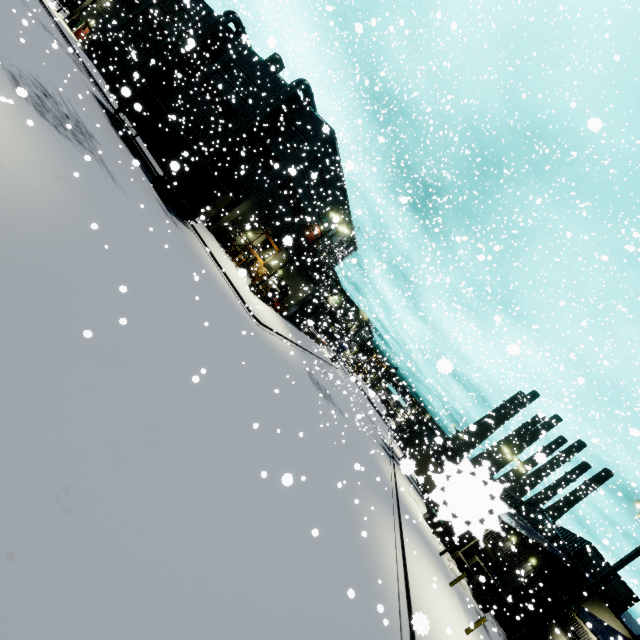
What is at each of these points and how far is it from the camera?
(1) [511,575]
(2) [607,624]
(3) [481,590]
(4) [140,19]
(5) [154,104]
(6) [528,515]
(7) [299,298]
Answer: (1) roll-up door, 31.41m
(2) building, 24.94m
(3) forklift, 24.52m
(4) building, 27.36m
(5) semi trailer, 24.45m
(6) building, 37.59m
(7) building, 35.12m

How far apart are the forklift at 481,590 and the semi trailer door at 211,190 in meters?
34.5 m

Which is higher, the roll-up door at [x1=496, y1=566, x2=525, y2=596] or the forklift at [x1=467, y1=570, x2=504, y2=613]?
the roll-up door at [x1=496, y1=566, x2=525, y2=596]

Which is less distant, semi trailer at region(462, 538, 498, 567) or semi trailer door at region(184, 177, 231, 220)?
semi trailer door at region(184, 177, 231, 220)

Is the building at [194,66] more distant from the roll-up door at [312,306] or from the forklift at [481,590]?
the forklift at [481,590]

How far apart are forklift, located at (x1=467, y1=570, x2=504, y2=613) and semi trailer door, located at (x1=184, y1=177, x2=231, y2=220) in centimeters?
3447cm

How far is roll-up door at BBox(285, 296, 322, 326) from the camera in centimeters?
3703cm

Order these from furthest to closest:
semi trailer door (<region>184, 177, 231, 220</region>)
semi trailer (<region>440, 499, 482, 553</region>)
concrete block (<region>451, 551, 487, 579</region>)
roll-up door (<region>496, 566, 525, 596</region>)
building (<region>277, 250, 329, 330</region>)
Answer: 1. building (<region>277, 250, 329, 330</region>)
2. roll-up door (<region>496, 566, 525, 596</region>)
3. concrete block (<region>451, 551, 487, 579</region>)
4. semi trailer door (<region>184, 177, 231, 220</region>)
5. semi trailer (<region>440, 499, 482, 553</region>)
